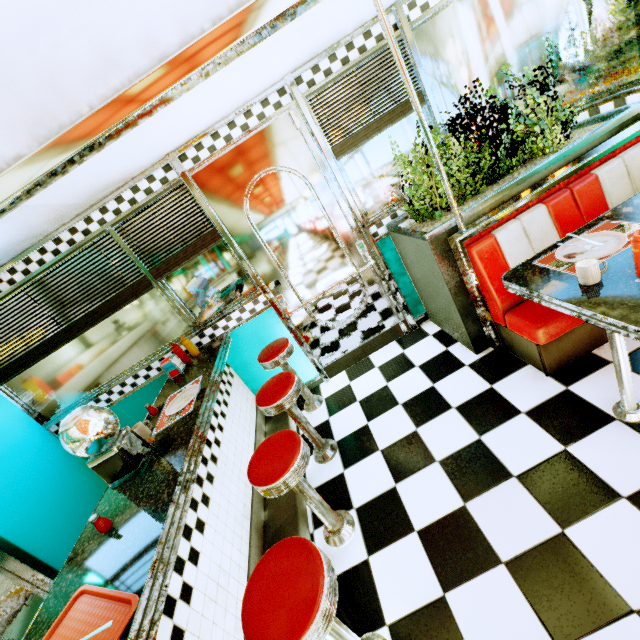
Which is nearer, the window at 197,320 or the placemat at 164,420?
the placemat at 164,420

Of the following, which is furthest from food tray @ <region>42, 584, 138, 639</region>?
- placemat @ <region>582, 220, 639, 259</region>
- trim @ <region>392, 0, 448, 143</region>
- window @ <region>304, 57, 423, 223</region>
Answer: trim @ <region>392, 0, 448, 143</region>

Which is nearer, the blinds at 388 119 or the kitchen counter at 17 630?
the kitchen counter at 17 630

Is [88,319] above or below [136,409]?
above

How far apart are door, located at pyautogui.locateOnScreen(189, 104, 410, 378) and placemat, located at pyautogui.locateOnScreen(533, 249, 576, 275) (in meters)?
1.50

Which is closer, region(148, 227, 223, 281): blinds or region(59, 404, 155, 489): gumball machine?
region(59, 404, 155, 489): gumball machine

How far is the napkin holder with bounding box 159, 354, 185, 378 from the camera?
2.8 meters

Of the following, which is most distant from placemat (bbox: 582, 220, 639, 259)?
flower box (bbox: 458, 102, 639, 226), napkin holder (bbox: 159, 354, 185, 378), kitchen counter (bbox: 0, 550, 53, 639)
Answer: kitchen counter (bbox: 0, 550, 53, 639)
